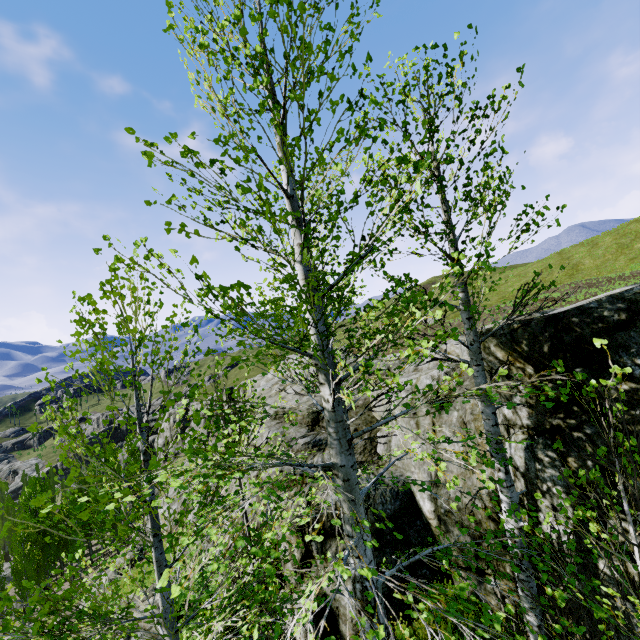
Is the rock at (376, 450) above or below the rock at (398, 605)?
above

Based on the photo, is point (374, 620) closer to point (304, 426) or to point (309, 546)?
point (309, 546)

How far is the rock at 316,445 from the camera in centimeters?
875cm

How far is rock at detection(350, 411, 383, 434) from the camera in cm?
955

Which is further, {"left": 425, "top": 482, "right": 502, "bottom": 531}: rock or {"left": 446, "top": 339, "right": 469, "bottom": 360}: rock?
{"left": 446, "top": 339, "right": 469, "bottom": 360}: rock

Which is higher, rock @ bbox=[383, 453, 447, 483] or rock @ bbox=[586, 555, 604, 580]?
rock @ bbox=[383, 453, 447, 483]
